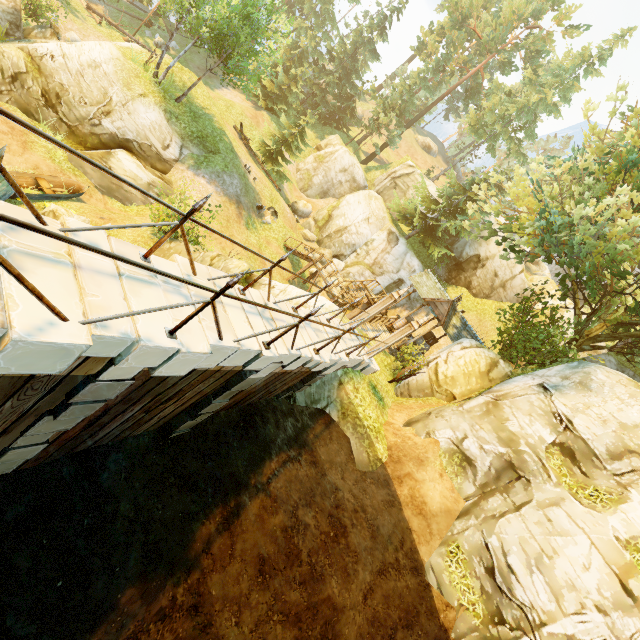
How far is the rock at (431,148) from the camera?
56.8m

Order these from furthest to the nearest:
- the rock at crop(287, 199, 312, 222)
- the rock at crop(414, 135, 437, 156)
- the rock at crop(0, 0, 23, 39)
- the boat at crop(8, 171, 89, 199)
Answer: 1. the rock at crop(414, 135, 437, 156)
2. the rock at crop(287, 199, 312, 222)
3. the rock at crop(0, 0, 23, 39)
4. the boat at crop(8, 171, 89, 199)

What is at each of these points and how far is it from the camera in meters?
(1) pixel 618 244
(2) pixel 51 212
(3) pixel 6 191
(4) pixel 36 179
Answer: (1) tree, 9.9
(2) rock, 11.9
(3) boat, 12.5
(4) boat, 14.2

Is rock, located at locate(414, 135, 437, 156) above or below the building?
above

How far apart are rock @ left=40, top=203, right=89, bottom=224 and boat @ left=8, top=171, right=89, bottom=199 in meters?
1.5

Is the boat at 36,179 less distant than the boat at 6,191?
No

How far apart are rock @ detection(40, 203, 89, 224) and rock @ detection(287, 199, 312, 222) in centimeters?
2124cm

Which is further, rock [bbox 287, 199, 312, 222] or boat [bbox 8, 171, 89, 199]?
rock [bbox 287, 199, 312, 222]
